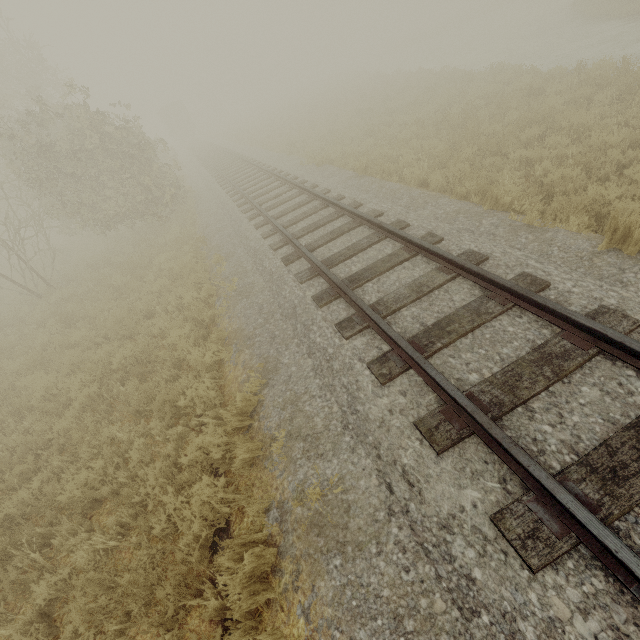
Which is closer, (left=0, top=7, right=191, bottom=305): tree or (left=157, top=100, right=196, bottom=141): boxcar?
(left=0, top=7, right=191, bottom=305): tree

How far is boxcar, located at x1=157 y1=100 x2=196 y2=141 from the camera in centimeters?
4417cm

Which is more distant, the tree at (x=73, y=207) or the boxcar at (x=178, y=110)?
the boxcar at (x=178, y=110)

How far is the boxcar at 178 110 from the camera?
44.17m

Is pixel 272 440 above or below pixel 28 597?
above
